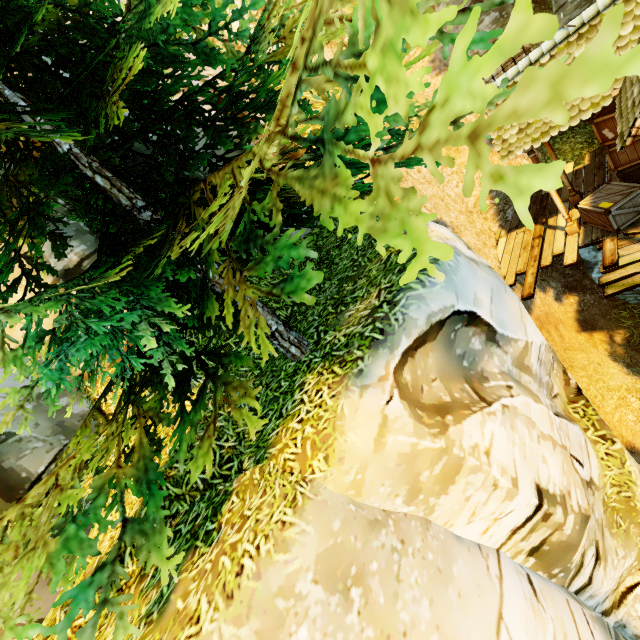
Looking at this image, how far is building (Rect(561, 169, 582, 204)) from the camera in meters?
9.8 m

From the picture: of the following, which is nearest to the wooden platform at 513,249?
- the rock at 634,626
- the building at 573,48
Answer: the building at 573,48

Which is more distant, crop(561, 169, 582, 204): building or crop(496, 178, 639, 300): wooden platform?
crop(561, 169, 582, 204): building

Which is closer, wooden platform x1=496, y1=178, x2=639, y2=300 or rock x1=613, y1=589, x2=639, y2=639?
rock x1=613, y1=589, x2=639, y2=639

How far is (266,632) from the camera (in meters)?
2.21

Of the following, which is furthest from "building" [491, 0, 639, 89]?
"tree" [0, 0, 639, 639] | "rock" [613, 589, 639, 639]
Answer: "rock" [613, 589, 639, 639]

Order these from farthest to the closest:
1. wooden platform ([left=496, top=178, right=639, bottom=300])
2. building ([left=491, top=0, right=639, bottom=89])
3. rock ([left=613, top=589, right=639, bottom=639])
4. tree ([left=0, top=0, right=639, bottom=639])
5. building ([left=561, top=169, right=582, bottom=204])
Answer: building ([left=561, top=169, right=582, bottom=204])
wooden platform ([left=496, top=178, right=639, bottom=300])
building ([left=491, top=0, right=639, bottom=89])
rock ([left=613, top=589, right=639, bottom=639])
tree ([left=0, top=0, right=639, bottom=639])

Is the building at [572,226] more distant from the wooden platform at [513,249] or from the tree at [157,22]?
the tree at [157,22]
